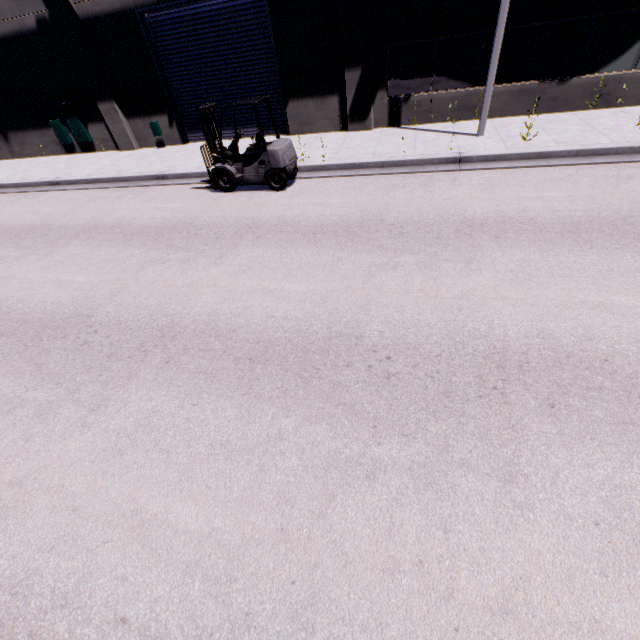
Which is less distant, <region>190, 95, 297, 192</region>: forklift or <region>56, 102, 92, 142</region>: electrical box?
<region>190, 95, 297, 192</region>: forklift

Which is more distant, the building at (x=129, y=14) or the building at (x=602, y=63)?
the building at (x=129, y=14)

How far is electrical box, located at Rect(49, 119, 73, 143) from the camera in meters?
15.1 m

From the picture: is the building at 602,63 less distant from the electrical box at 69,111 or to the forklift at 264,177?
the electrical box at 69,111

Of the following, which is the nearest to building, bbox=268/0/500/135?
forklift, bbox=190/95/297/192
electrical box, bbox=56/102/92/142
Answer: electrical box, bbox=56/102/92/142

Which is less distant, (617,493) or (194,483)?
(617,493)

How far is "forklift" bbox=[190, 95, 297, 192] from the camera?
8.7 meters
